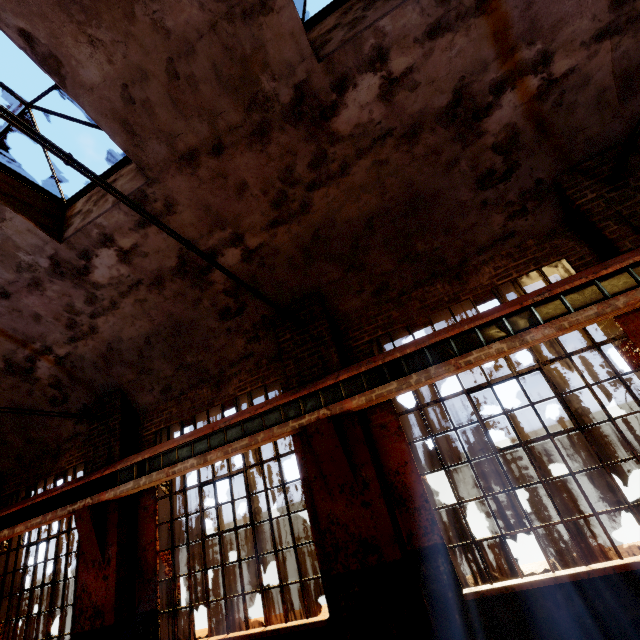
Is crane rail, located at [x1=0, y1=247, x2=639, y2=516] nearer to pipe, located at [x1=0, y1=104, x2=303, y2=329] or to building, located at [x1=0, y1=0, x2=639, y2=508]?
building, located at [x1=0, y1=0, x2=639, y2=508]

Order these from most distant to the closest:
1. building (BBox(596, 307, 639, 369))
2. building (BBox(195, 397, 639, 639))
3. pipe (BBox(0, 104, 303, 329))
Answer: building (BBox(596, 307, 639, 369))
building (BBox(195, 397, 639, 639))
pipe (BBox(0, 104, 303, 329))

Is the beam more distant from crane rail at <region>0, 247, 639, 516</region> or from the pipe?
the pipe

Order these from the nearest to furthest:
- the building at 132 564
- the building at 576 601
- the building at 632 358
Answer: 1. the building at 576 601
2. the building at 632 358
3. the building at 132 564

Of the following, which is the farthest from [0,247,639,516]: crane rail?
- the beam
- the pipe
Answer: the pipe

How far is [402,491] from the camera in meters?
4.6 m

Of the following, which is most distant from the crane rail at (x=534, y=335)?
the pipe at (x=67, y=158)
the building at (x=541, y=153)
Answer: the pipe at (x=67, y=158)

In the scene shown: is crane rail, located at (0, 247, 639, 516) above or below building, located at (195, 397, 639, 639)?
above
